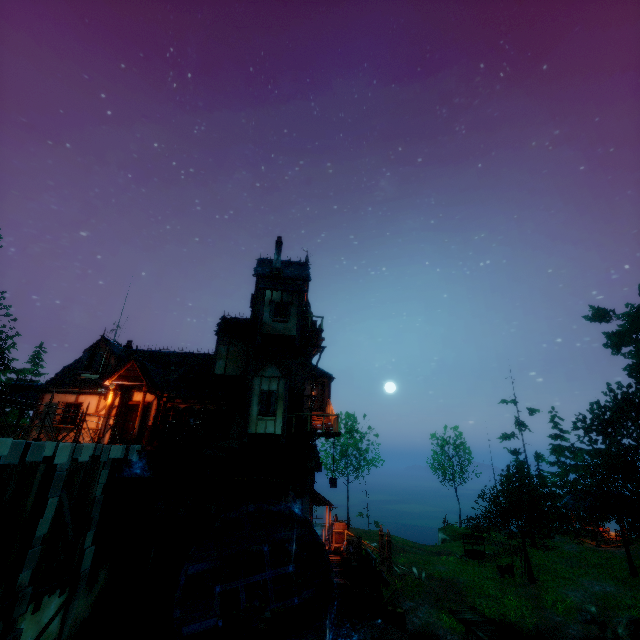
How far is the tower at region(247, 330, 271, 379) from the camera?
19.66m

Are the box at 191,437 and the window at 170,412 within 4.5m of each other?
yes

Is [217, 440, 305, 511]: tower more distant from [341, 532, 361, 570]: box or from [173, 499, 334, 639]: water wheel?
[341, 532, 361, 570]: box

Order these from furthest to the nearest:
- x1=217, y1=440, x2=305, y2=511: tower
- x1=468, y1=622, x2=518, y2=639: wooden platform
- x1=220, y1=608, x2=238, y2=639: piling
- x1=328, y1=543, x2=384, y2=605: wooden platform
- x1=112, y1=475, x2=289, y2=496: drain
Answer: x1=217, y1=440, x2=305, y2=511: tower < x1=468, y1=622, x2=518, y2=639: wooden platform < x1=328, y1=543, x2=384, y2=605: wooden platform < x1=112, y1=475, x2=289, y2=496: drain < x1=220, y1=608, x2=238, y2=639: piling

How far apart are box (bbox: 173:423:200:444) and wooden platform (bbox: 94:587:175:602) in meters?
6.2

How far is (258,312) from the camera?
21.5 meters

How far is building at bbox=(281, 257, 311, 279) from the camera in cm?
2323

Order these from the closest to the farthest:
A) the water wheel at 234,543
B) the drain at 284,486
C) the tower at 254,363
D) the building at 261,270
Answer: the water wheel at 234,543
the drain at 284,486
the tower at 254,363
the building at 261,270
